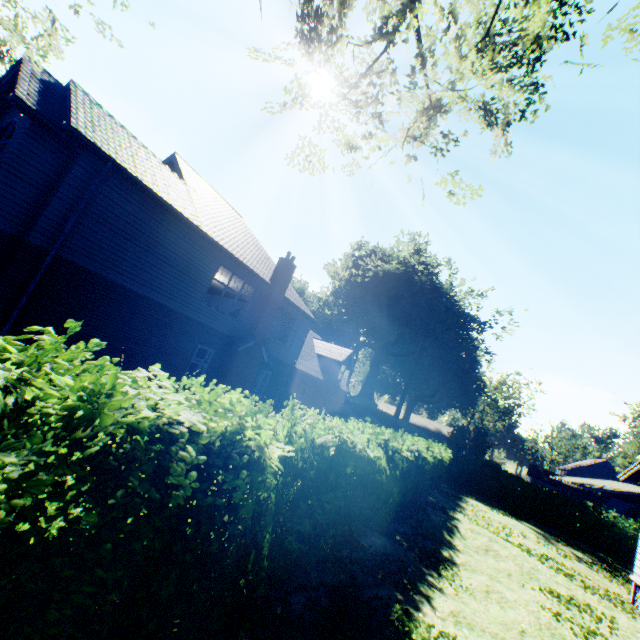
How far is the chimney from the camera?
16.2 meters

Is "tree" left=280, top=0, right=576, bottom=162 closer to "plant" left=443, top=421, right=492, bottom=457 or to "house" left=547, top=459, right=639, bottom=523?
"plant" left=443, top=421, right=492, bottom=457

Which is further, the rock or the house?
the rock

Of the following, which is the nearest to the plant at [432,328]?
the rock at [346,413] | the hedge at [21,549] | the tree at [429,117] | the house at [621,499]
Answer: the rock at [346,413]

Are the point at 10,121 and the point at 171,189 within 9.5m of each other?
yes

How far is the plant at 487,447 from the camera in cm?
3397

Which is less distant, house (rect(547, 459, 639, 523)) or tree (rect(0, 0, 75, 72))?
tree (rect(0, 0, 75, 72))

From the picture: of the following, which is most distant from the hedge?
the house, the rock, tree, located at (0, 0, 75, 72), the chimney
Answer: the rock
